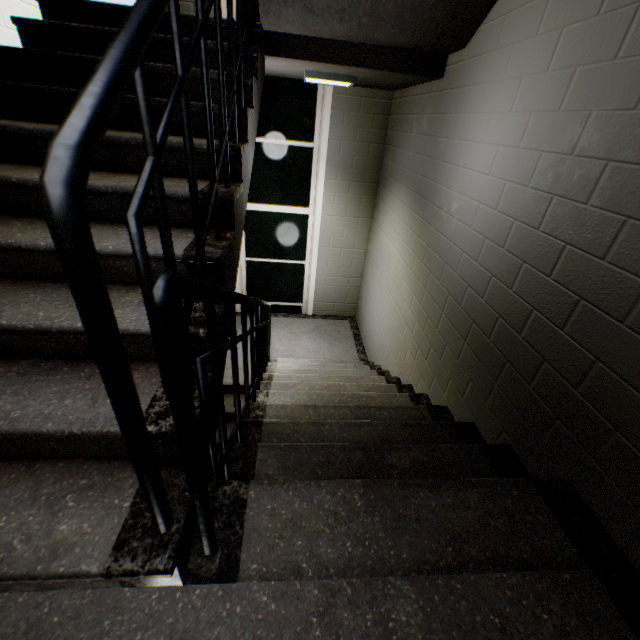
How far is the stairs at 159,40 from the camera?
1.81m

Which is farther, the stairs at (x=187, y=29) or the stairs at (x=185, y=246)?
the stairs at (x=187, y=29)

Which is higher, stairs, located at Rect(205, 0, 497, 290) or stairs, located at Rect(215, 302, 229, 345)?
stairs, located at Rect(205, 0, 497, 290)

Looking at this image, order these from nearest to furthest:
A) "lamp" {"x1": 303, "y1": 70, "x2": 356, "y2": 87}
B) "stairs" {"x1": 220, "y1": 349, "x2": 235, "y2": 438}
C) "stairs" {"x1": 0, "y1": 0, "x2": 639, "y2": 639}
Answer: "stairs" {"x1": 0, "y1": 0, "x2": 639, "y2": 639} < "stairs" {"x1": 220, "y1": 349, "x2": 235, "y2": 438} < "lamp" {"x1": 303, "y1": 70, "x2": 356, "y2": 87}

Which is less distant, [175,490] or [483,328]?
[175,490]

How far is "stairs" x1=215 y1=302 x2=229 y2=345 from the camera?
1.29m
